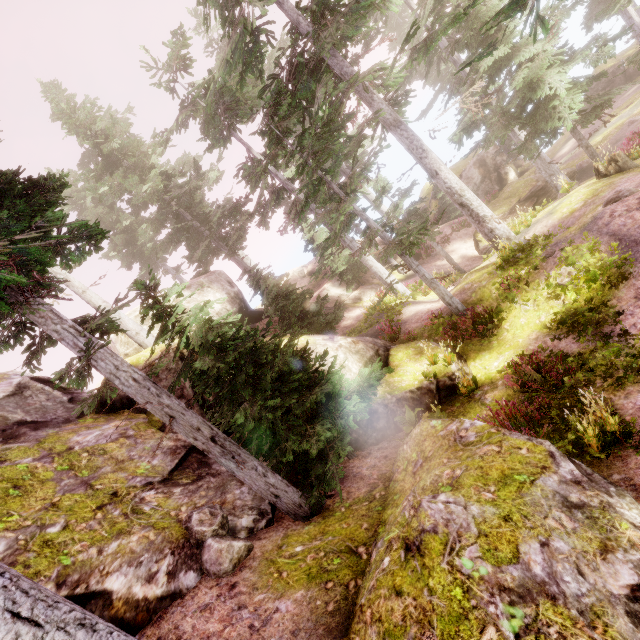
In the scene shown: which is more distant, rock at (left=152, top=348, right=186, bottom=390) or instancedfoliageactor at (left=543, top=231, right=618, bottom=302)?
rock at (left=152, top=348, right=186, bottom=390)

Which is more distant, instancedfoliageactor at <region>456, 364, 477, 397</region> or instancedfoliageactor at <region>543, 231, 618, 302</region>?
instancedfoliageactor at <region>456, 364, 477, 397</region>

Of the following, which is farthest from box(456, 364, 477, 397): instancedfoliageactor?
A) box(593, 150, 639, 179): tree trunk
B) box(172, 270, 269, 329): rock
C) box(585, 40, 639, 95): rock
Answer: box(593, 150, 639, 179): tree trunk

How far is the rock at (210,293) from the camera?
17.4 meters

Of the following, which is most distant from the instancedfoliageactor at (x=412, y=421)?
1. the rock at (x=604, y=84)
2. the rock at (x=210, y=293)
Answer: the rock at (x=604, y=84)

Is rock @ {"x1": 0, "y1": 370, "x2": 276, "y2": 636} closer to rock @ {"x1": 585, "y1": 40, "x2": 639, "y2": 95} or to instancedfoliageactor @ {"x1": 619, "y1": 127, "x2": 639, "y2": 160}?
instancedfoliageactor @ {"x1": 619, "y1": 127, "x2": 639, "y2": 160}

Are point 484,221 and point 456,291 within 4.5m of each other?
yes
